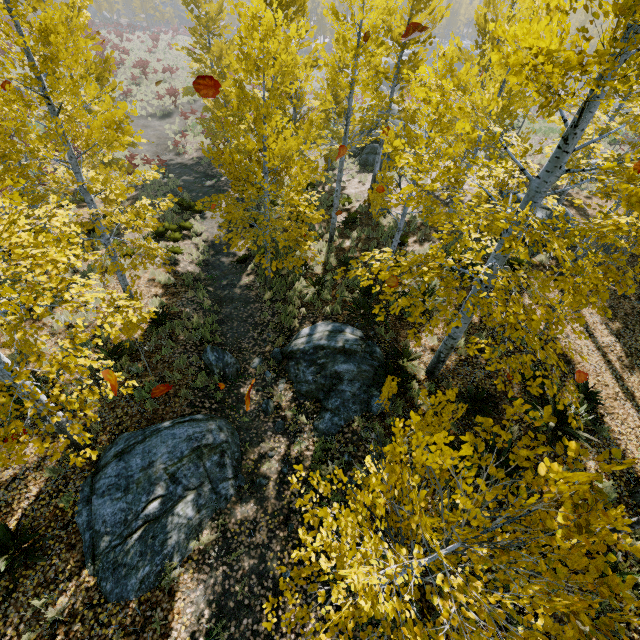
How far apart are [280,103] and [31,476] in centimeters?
1329cm

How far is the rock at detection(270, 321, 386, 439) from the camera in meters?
7.8 m

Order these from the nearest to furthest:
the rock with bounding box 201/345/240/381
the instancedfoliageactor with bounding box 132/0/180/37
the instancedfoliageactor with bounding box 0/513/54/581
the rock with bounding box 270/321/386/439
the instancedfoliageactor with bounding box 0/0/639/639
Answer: the instancedfoliageactor with bounding box 0/0/639/639 < the instancedfoliageactor with bounding box 0/513/54/581 < the rock with bounding box 270/321/386/439 < the rock with bounding box 201/345/240/381 < the instancedfoliageactor with bounding box 132/0/180/37

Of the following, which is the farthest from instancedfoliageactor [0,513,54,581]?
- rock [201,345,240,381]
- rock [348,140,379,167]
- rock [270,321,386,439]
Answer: rock [348,140,379,167]

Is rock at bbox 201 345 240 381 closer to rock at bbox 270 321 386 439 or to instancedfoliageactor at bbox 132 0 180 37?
instancedfoliageactor at bbox 132 0 180 37

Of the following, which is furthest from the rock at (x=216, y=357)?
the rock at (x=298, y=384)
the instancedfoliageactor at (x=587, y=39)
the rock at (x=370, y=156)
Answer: the rock at (x=298, y=384)

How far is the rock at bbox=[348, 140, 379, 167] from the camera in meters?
20.8 m
